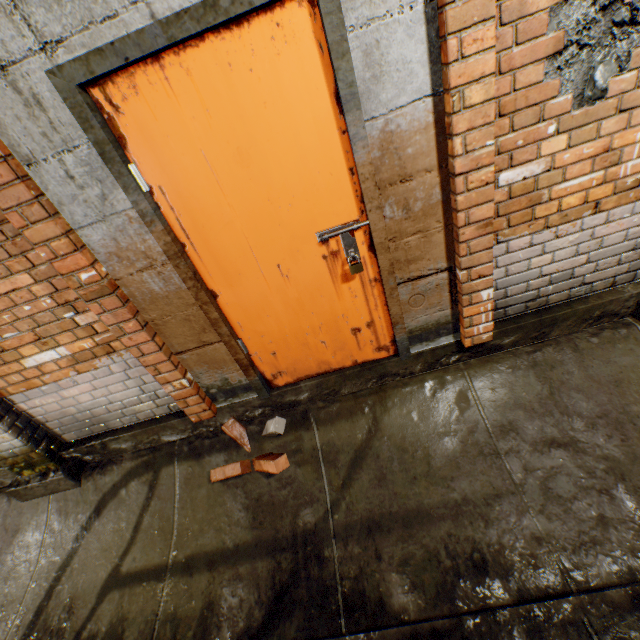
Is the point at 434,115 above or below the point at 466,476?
above

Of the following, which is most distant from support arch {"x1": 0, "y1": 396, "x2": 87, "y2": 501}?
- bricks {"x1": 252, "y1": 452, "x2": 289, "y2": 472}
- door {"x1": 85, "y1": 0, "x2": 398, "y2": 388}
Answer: door {"x1": 85, "y1": 0, "x2": 398, "y2": 388}

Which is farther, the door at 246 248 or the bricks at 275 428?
the bricks at 275 428

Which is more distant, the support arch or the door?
the support arch

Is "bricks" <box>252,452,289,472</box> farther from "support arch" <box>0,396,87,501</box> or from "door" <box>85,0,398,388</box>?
"support arch" <box>0,396,87,501</box>

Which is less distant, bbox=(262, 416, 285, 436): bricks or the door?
the door

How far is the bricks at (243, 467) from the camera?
2.4m
